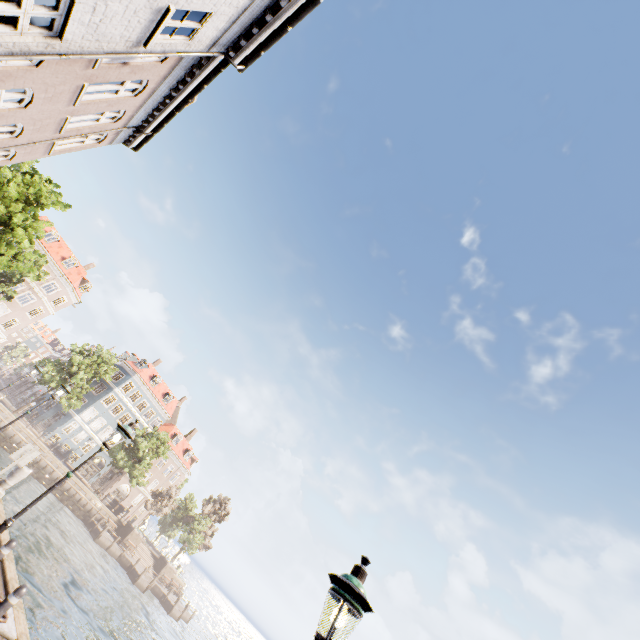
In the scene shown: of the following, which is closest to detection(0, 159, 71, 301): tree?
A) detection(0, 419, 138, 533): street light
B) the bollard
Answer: the bollard

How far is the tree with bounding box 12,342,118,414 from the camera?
35.9 meters

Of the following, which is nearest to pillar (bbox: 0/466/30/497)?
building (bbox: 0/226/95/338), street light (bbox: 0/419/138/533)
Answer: street light (bbox: 0/419/138/533)

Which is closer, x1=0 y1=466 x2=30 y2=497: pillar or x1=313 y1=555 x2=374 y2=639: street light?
x1=313 y1=555 x2=374 y2=639: street light

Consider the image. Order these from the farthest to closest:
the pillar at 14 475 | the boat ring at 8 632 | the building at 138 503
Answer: the building at 138 503 < the pillar at 14 475 < the boat ring at 8 632

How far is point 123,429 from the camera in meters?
7.8 m

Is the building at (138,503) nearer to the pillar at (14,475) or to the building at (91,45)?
the building at (91,45)

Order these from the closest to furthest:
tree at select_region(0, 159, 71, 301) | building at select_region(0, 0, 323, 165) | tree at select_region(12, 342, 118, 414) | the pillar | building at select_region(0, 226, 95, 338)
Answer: building at select_region(0, 0, 323, 165), the pillar, tree at select_region(0, 159, 71, 301), tree at select_region(12, 342, 118, 414), building at select_region(0, 226, 95, 338)
